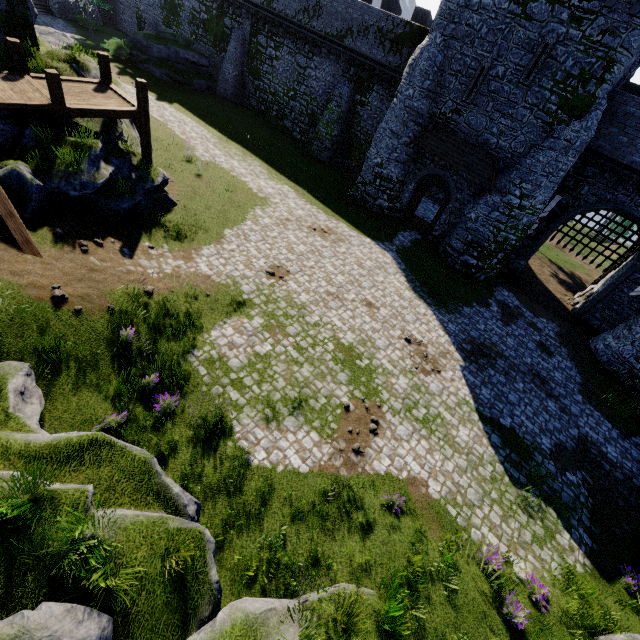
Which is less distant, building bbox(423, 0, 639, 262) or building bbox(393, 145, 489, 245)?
building bbox(423, 0, 639, 262)

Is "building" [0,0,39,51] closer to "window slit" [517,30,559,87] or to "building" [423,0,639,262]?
"building" [423,0,639,262]

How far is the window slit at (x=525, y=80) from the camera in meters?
15.5 m

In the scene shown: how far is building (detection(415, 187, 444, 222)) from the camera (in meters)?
26.73

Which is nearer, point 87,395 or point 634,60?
point 87,395

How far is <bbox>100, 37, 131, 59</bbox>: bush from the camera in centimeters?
2953cm

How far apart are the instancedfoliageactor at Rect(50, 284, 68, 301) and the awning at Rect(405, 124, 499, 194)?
20.0m

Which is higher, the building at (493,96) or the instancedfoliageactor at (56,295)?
the building at (493,96)
